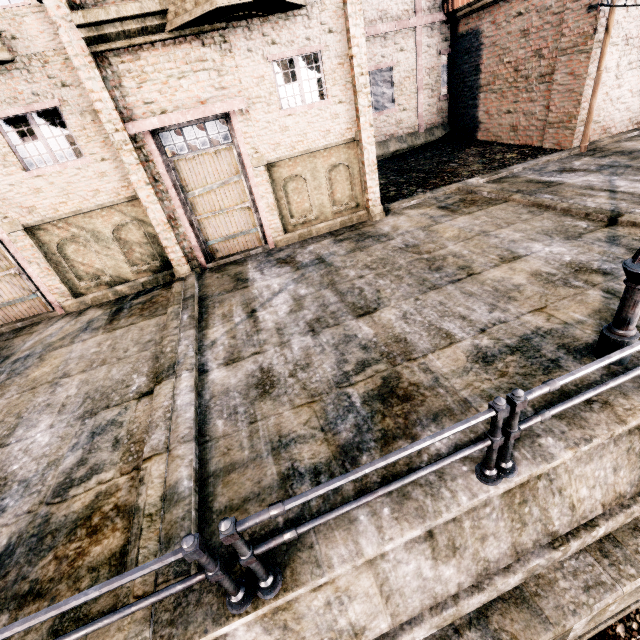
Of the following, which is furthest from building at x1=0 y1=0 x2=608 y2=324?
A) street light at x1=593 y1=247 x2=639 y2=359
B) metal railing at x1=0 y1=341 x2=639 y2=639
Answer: street light at x1=593 y1=247 x2=639 y2=359

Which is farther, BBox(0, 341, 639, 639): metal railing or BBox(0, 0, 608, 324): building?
BBox(0, 0, 608, 324): building

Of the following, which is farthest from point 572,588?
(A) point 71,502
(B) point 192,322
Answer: (B) point 192,322

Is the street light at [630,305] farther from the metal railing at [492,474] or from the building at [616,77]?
the building at [616,77]

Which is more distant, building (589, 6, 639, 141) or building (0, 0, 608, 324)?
building (589, 6, 639, 141)

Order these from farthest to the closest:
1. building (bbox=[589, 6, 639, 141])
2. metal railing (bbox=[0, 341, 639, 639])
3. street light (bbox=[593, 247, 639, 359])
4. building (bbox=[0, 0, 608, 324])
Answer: building (bbox=[589, 6, 639, 141])
building (bbox=[0, 0, 608, 324])
street light (bbox=[593, 247, 639, 359])
metal railing (bbox=[0, 341, 639, 639])

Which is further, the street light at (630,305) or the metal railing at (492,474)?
the street light at (630,305)
